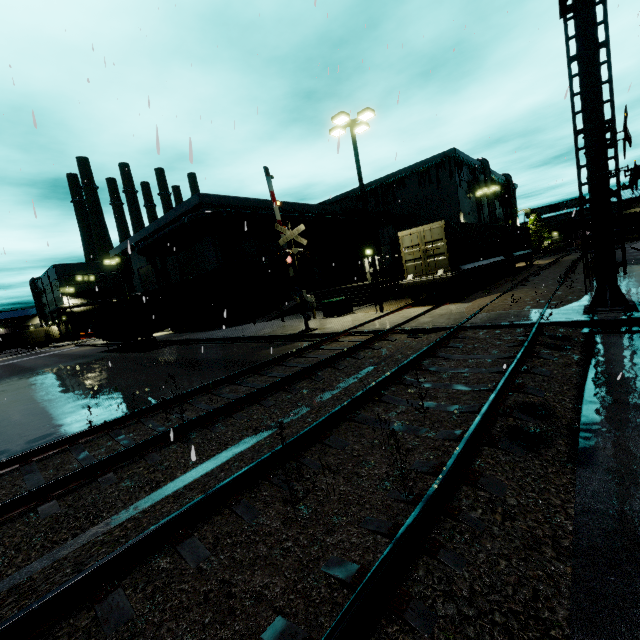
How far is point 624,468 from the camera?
3.25m

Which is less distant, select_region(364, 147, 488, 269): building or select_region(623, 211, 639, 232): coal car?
select_region(364, 147, 488, 269): building

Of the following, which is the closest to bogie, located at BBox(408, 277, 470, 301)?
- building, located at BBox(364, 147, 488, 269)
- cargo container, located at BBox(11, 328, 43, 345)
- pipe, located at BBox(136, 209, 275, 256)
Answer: building, located at BBox(364, 147, 488, 269)

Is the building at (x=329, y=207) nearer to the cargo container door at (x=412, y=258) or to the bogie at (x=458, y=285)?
the cargo container door at (x=412, y=258)

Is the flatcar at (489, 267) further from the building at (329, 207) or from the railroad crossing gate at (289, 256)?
the railroad crossing gate at (289, 256)

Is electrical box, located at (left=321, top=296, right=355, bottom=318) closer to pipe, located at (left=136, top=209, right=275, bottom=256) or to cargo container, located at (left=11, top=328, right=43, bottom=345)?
pipe, located at (left=136, top=209, right=275, bottom=256)

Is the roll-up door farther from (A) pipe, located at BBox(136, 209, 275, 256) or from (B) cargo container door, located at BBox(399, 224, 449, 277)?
(B) cargo container door, located at BBox(399, 224, 449, 277)

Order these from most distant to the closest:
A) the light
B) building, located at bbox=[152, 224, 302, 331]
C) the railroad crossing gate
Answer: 1. building, located at bbox=[152, 224, 302, 331]
2. the light
3. the railroad crossing gate
